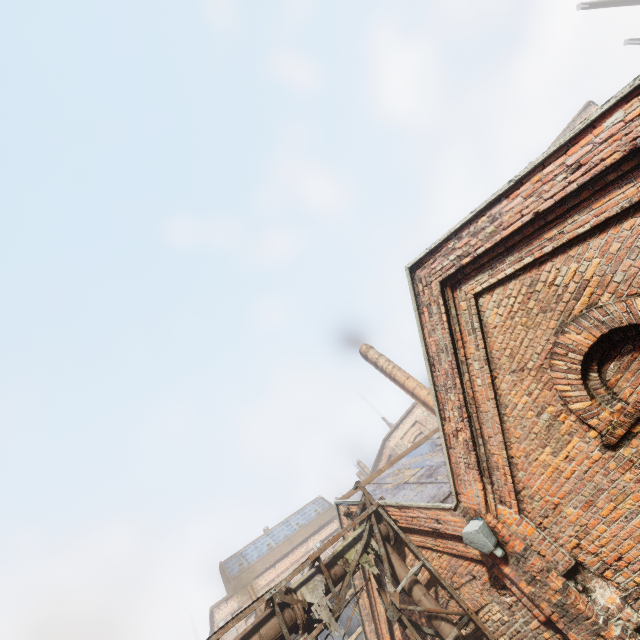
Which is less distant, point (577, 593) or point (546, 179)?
point (546, 179)

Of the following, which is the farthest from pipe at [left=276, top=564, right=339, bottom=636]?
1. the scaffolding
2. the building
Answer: the building

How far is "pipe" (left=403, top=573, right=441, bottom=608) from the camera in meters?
6.2 m

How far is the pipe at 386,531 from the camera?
6.7m

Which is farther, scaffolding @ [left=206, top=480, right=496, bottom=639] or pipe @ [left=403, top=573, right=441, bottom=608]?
pipe @ [left=403, top=573, right=441, bottom=608]

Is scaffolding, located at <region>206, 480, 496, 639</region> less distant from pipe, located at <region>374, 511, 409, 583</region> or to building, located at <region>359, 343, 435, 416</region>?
pipe, located at <region>374, 511, 409, 583</region>

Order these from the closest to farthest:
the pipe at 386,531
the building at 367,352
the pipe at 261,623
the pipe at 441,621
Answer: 1. the pipe at 261,623
2. the pipe at 441,621
3. the pipe at 386,531
4. the building at 367,352
